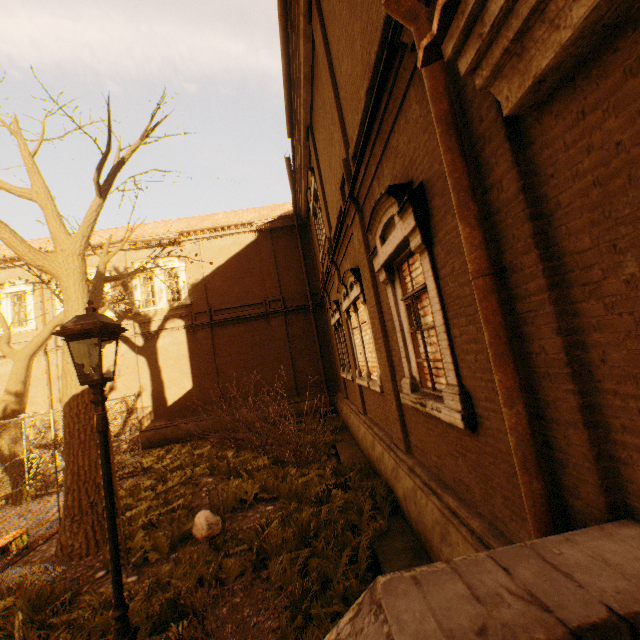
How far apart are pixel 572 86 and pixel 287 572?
5.8m

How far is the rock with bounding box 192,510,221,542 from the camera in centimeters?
624cm

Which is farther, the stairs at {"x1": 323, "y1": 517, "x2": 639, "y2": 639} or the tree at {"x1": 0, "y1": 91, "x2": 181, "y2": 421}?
the tree at {"x1": 0, "y1": 91, "x2": 181, "y2": 421}

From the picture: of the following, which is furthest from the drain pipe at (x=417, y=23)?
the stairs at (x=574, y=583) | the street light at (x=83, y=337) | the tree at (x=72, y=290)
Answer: the tree at (x=72, y=290)

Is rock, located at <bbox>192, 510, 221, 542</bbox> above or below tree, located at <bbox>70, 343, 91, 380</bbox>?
below

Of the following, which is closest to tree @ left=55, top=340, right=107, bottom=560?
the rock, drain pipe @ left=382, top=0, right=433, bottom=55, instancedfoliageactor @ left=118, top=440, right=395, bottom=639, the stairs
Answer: instancedfoliageactor @ left=118, top=440, right=395, bottom=639

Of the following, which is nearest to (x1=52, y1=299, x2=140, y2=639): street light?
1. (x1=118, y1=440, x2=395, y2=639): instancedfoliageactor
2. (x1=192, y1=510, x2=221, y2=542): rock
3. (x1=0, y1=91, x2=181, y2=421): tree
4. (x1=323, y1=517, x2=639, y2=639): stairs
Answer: (x1=118, y1=440, x2=395, y2=639): instancedfoliageactor

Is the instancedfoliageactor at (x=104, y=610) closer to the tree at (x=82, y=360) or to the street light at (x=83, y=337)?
the street light at (x=83, y=337)
